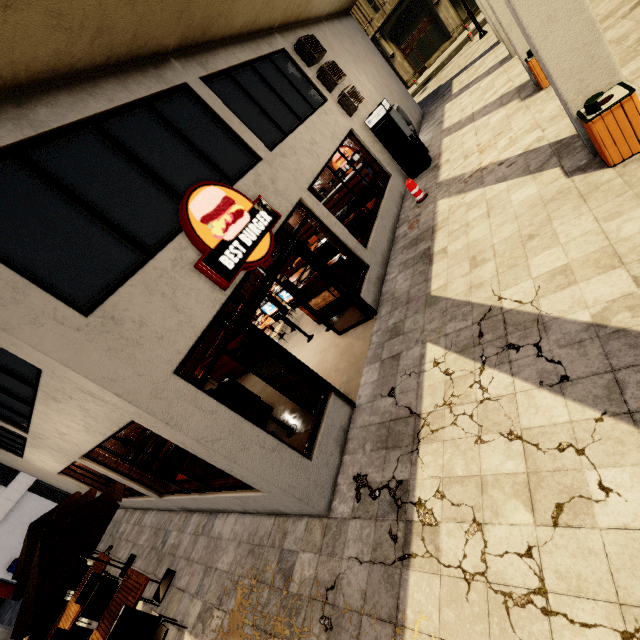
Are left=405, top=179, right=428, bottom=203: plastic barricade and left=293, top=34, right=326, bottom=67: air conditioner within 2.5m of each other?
no

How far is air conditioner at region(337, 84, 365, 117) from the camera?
9.9m

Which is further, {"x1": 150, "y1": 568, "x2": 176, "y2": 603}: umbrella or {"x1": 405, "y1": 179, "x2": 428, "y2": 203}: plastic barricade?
{"x1": 405, "y1": 179, "x2": 428, "y2": 203}: plastic barricade

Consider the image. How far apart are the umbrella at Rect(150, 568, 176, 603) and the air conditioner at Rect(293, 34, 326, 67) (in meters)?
12.96

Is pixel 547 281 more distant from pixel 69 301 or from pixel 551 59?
pixel 69 301

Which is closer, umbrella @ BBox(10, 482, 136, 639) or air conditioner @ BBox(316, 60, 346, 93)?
umbrella @ BBox(10, 482, 136, 639)

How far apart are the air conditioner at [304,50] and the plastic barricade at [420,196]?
4.6m

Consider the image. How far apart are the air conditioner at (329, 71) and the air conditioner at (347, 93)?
0.2m
